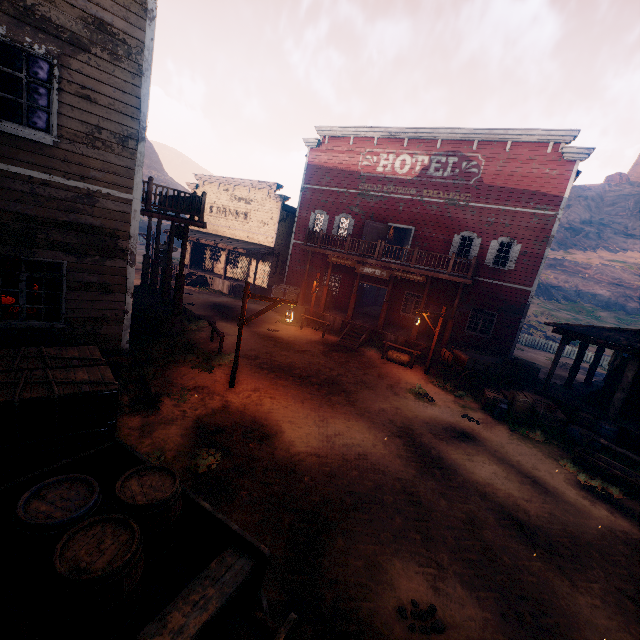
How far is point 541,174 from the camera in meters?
16.7

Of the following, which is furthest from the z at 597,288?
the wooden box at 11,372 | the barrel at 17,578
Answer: the barrel at 17,578

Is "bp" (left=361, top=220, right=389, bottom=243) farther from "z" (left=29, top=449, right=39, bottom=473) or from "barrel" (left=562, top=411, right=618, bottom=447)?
"barrel" (left=562, top=411, right=618, bottom=447)

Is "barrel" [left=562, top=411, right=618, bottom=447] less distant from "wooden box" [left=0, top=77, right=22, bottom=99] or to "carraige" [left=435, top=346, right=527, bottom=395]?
"carraige" [left=435, top=346, right=527, bottom=395]

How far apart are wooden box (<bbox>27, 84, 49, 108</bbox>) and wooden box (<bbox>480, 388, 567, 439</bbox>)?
14.4 meters

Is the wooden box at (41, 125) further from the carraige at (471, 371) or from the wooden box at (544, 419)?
the wooden box at (544, 419)

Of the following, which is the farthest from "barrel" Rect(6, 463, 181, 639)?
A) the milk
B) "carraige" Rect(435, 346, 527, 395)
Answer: "carraige" Rect(435, 346, 527, 395)

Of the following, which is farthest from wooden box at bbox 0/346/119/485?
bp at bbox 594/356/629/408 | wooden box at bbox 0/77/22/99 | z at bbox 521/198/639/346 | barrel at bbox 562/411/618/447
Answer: bp at bbox 594/356/629/408
